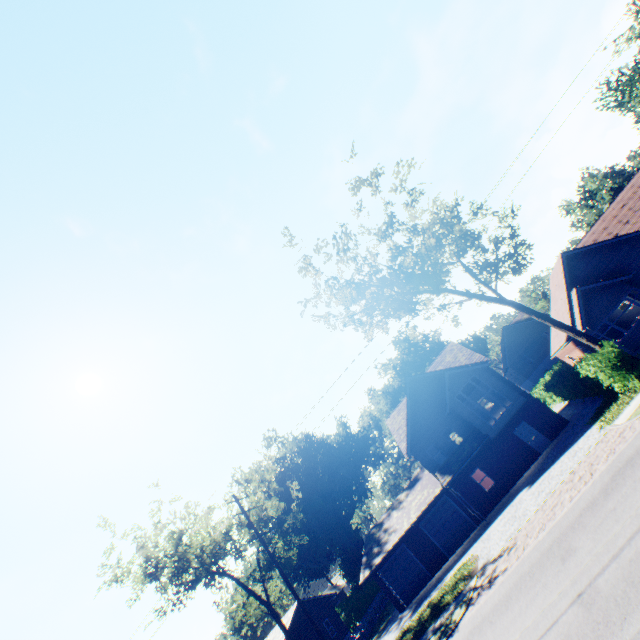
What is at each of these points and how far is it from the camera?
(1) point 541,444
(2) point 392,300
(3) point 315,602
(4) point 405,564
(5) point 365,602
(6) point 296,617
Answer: (1) door, 24.4 meters
(2) tree, 19.5 meters
(3) house, 36.3 meters
(4) garage door, 26.5 meters
(5) hedge, 44.1 meters
(6) house, 33.2 meters

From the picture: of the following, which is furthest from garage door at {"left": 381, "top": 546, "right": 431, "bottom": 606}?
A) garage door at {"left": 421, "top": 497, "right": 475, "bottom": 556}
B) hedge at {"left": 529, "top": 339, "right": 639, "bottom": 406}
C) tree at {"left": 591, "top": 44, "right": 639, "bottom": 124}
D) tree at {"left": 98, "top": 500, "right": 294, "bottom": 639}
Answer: tree at {"left": 591, "top": 44, "right": 639, "bottom": 124}

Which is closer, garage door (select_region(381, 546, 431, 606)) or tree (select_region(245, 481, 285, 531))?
garage door (select_region(381, 546, 431, 606))

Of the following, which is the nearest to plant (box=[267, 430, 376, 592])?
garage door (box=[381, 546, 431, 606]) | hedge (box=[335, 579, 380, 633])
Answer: hedge (box=[335, 579, 380, 633])

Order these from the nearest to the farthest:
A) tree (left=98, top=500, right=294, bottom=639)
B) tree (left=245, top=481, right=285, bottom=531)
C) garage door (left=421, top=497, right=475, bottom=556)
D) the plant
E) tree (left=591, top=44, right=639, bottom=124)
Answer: tree (left=591, top=44, right=639, bottom=124)
tree (left=98, top=500, right=294, bottom=639)
garage door (left=421, top=497, right=475, bottom=556)
tree (left=245, top=481, right=285, bottom=531)
the plant

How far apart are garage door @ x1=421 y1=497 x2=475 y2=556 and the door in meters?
7.4 m

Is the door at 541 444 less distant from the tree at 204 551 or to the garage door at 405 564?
the garage door at 405 564

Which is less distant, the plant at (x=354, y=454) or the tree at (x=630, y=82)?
the tree at (x=630, y=82)
